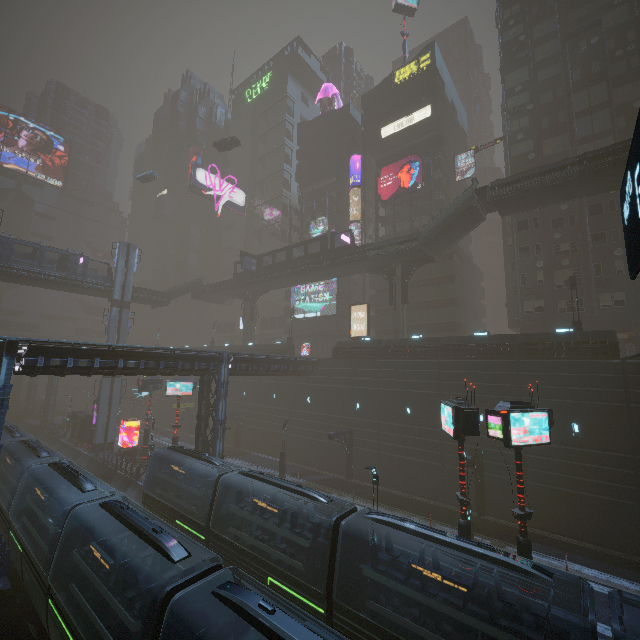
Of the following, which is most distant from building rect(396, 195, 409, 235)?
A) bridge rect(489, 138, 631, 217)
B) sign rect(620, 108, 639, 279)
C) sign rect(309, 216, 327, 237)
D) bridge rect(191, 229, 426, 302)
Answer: bridge rect(191, 229, 426, 302)

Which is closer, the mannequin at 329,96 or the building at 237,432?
the building at 237,432

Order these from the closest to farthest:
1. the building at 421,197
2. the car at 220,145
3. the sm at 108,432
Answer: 1. the sm at 108,432
2. the building at 421,197
3. the car at 220,145

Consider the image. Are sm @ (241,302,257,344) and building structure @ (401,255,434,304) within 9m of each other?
no

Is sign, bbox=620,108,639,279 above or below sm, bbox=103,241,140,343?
below

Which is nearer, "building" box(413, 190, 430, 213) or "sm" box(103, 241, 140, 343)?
"sm" box(103, 241, 140, 343)

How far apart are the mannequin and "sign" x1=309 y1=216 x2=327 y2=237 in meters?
22.4

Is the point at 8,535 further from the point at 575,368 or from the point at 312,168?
the point at 312,168
